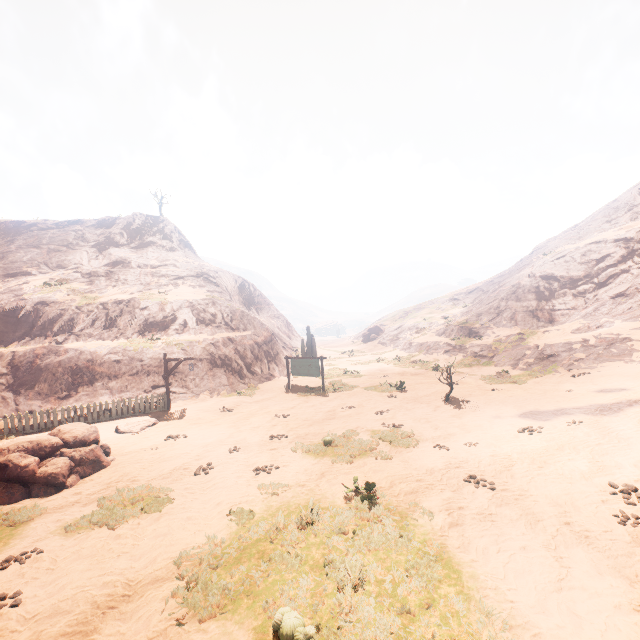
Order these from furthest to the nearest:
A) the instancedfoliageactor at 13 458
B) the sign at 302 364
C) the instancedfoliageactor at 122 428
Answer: the sign at 302 364 < the instancedfoliageactor at 122 428 < the instancedfoliageactor at 13 458

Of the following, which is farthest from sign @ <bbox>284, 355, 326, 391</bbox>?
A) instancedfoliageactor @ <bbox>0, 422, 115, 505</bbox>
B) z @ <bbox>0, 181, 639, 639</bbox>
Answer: instancedfoliageactor @ <bbox>0, 422, 115, 505</bbox>

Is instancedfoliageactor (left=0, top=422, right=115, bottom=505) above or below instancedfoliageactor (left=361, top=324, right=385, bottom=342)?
below

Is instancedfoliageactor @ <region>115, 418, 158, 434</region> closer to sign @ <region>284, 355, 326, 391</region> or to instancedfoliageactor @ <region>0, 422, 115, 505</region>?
instancedfoliageactor @ <region>0, 422, 115, 505</region>

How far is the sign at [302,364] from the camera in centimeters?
2006cm

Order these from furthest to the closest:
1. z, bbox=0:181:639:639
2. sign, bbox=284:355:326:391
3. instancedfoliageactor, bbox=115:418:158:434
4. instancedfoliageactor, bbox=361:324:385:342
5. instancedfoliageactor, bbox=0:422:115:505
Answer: instancedfoliageactor, bbox=361:324:385:342, sign, bbox=284:355:326:391, instancedfoliageactor, bbox=115:418:158:434, instancedfoliageactor, bbox=0:422:115:505, z, bbox=0:181:639:639

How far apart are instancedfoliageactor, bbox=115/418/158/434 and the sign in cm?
853

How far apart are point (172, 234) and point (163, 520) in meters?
43.7 m
